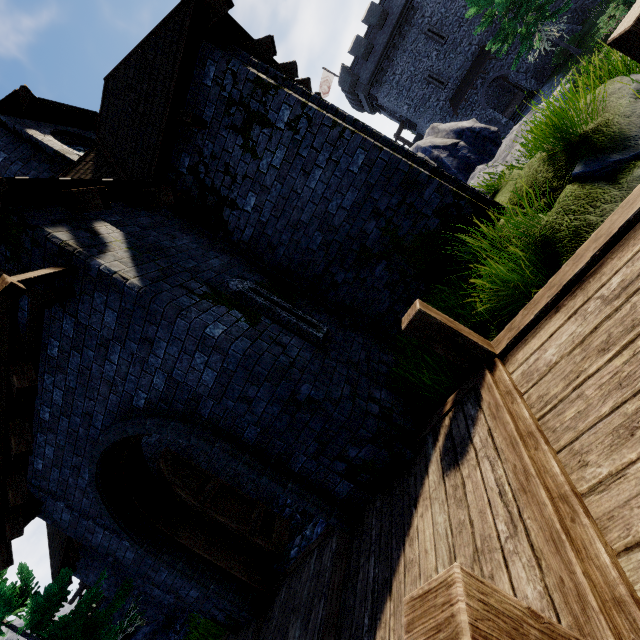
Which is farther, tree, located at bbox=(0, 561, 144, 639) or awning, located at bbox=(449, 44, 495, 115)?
awning, located at bbox=(449, 44, 495, 115)

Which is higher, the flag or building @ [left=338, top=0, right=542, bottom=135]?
the flag

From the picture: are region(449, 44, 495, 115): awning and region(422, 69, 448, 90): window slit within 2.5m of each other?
yes

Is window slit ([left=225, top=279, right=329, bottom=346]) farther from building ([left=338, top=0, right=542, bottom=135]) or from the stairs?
building ([left=338, top=0, right=542, bottom=135])

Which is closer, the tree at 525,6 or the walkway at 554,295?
the walkway at 554,295

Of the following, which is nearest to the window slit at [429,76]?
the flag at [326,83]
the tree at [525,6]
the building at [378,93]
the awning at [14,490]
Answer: the building at [378,93]

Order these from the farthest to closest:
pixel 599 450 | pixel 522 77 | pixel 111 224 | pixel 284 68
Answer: pixel 522 77
pixel 284 68
pixel 111 224
pixel 599 450

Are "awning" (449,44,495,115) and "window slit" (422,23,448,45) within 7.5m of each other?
yes
